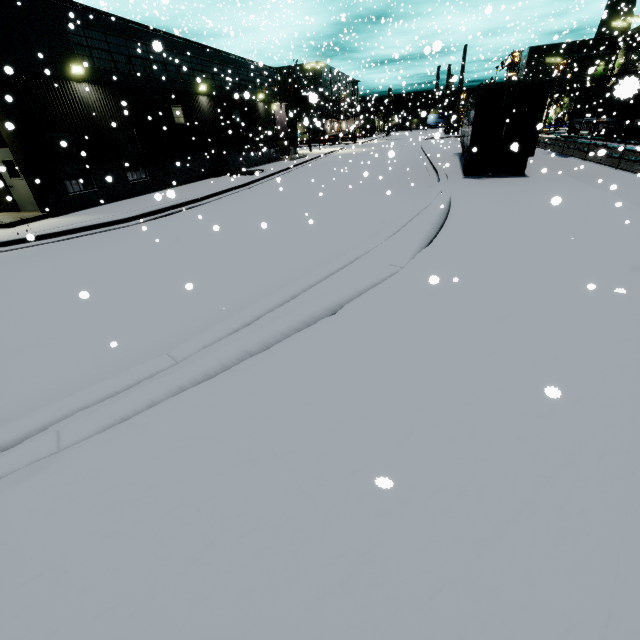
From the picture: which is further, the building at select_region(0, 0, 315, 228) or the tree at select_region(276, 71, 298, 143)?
the tree at select_region(276, 71, 298, 143)

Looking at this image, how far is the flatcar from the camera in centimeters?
2958cm

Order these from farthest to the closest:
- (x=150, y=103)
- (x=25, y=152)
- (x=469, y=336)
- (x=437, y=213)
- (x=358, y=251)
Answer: (x=150, y=103), (x=25, y=152), (x=437, y=213), (x=358, y=251), (x=469, y=336)

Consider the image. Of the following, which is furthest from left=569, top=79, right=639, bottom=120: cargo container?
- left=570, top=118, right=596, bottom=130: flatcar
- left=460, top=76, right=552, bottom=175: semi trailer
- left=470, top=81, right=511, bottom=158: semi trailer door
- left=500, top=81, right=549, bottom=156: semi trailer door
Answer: left=470, top=81, right=511, bottom=158: semi trailer door

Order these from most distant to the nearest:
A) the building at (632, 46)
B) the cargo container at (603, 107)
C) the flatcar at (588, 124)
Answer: the building at (632, 46), the flatcar at (588, 124), the cargo container at (603, 107)

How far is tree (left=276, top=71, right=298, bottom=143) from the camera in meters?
32.2 m

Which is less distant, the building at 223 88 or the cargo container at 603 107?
the cargo container at 603 107

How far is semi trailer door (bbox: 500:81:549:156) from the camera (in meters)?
13.09
